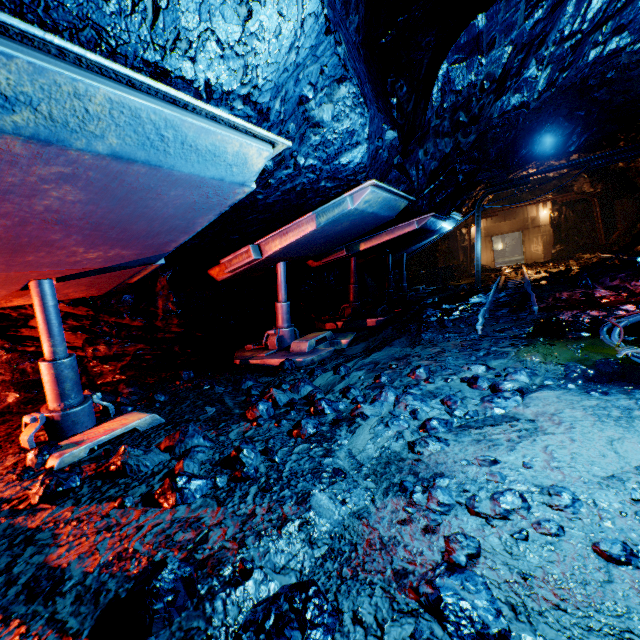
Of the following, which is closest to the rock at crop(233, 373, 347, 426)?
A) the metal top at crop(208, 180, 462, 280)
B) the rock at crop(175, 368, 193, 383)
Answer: the metal top at crop(208, 180, 462, 280)

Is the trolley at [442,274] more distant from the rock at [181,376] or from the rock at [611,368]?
the rock at [181,376]

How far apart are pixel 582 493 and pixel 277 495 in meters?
1.5 m

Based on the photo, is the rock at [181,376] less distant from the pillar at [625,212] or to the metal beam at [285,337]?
the metal beam at [285,337]

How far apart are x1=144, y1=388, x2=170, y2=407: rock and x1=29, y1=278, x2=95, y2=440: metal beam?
0.2 meters

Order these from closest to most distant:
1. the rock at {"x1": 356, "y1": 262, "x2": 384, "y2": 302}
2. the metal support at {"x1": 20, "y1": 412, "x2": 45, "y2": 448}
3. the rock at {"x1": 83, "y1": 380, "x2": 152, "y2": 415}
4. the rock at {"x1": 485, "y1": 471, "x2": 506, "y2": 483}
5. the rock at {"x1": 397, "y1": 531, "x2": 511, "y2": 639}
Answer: the rock at {"x1": 397, "y1": 531, "x2": 511, "y2": 639}, the rock at {"x1": 485, "y1": 471, "x2": 506, "y2": 483}, the metal support at {"x1": 20, "y1": 412, "x2": 45, "y2": 448}, the rock at {"x1": 83, "y1": 380, "x2": 152, "y2": 415}, the rock at {"x1": 356, "y1": 262, "x2": 384, "y2": 302}

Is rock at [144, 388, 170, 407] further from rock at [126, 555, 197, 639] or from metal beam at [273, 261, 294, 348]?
metal beam at [273, 261, 294, 348]

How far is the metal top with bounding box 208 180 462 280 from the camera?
4.0m
